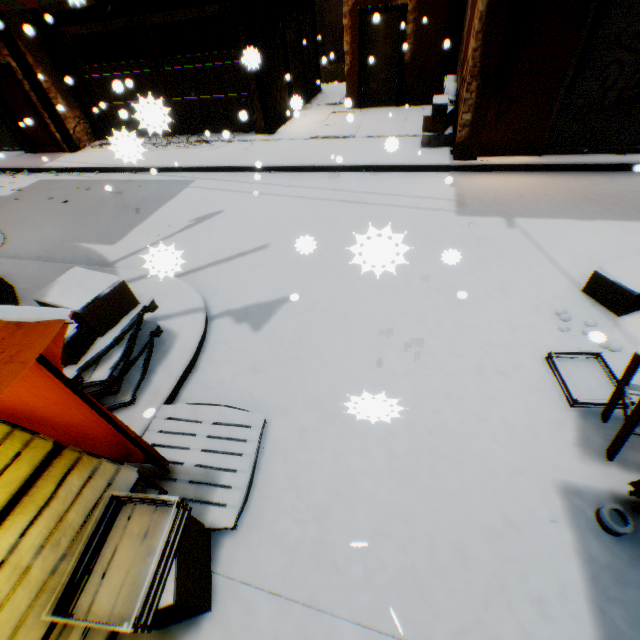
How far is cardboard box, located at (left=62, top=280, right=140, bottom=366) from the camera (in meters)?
3.03

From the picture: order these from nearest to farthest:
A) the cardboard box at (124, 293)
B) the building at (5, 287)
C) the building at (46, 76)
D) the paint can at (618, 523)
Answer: the paint can at (618, 523), the cardboard box at (124, 293), the building at (5, 287), the building at (46, 76)

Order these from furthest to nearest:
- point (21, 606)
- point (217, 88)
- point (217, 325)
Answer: point (217, 88), point (217, 325), point (21, 606)

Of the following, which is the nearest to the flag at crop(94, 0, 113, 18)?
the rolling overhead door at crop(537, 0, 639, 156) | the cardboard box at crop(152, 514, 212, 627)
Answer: the rolling overhead door at crop(537, 0, 639, 156)

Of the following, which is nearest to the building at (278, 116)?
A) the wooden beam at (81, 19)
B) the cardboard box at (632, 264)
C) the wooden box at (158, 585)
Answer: the wooden beam at (81, 19)

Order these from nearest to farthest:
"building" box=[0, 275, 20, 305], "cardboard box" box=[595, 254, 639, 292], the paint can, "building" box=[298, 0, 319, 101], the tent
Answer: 1. the tent
2. the paint can
3. "cardboard box" box=[595, 254, 639, 292]
4. "building" box=[0, 275, 20, 305]
5. "building" box=[298, 0, 319, 101]

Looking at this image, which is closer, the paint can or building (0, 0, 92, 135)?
the paint can

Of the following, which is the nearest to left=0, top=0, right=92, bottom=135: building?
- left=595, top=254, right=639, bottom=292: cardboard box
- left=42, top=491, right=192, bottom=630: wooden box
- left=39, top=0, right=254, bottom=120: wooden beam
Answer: left=39, top=0, right=254, bottom=120: wooden beam
